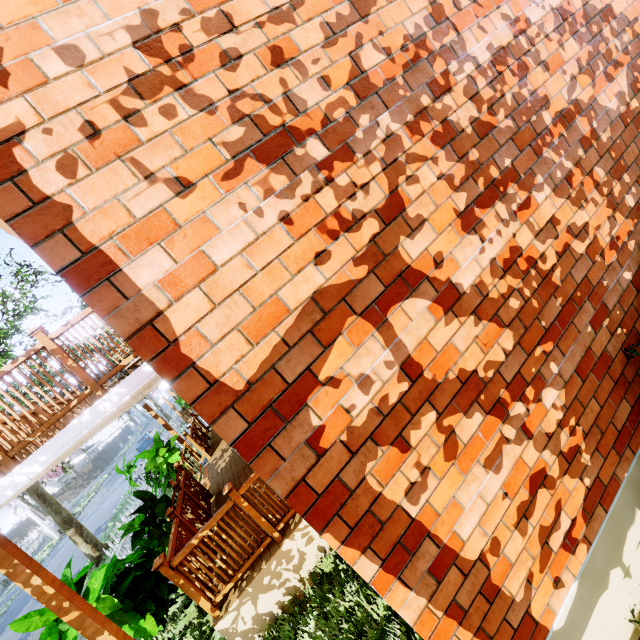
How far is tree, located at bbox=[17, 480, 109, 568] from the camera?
12.3m

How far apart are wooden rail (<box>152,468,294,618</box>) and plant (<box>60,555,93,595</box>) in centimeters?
52cm

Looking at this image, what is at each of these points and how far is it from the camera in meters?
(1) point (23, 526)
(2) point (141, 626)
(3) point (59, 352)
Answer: (1) fence, 42.2 m
(2) plant, 4.8 m
(3) wooden rail post, 3.8 m

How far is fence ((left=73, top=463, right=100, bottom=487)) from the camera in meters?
44.7 m

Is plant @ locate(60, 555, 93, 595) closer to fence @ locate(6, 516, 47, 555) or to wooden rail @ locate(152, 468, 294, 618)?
wooden rail @ locate(152, 468, 294, 618)

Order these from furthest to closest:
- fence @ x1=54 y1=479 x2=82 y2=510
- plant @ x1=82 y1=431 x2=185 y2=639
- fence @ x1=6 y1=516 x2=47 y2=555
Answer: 1. fence @ x1=54 y1=479 x2=82 y2=510
2. fence @ x1=6 y1=516 x2=47 y2=555
3. plant @ x1=82 y1=431 x2=185 y2=639

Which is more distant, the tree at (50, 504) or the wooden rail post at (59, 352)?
the tree at (50, 504)

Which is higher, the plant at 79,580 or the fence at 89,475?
the plant at 79,580
